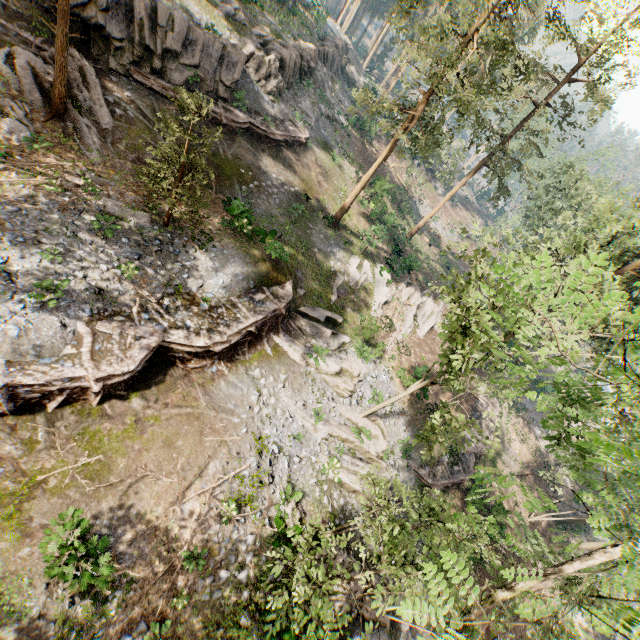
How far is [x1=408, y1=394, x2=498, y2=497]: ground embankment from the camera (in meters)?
22.61

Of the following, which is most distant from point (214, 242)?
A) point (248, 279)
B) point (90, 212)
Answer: point (90, 212)

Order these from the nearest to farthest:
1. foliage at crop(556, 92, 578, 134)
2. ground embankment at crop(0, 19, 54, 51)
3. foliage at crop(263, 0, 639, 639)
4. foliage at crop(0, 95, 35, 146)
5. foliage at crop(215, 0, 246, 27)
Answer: foliage at crop(263, 0, 639, 639) → foliage at crop(0, 95, 35, 146) → ground embankment at crop(0, 19, 54, 51) → foliage at crop(215, 0, 246, 27) → foliage at crop(556, 92, 578, 134)

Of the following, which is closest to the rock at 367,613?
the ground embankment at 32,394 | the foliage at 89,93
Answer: the foliage at 89,93

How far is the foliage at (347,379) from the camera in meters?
19.3

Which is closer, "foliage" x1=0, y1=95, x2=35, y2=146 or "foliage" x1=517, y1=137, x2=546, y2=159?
"foliage" x1=0, y1=95, x2=35, y2=146

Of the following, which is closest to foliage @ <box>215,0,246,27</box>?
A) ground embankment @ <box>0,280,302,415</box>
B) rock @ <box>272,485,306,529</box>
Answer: ground embankment @ <box>0,280,302,415</box>

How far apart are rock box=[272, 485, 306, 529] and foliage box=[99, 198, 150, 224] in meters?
14.0
